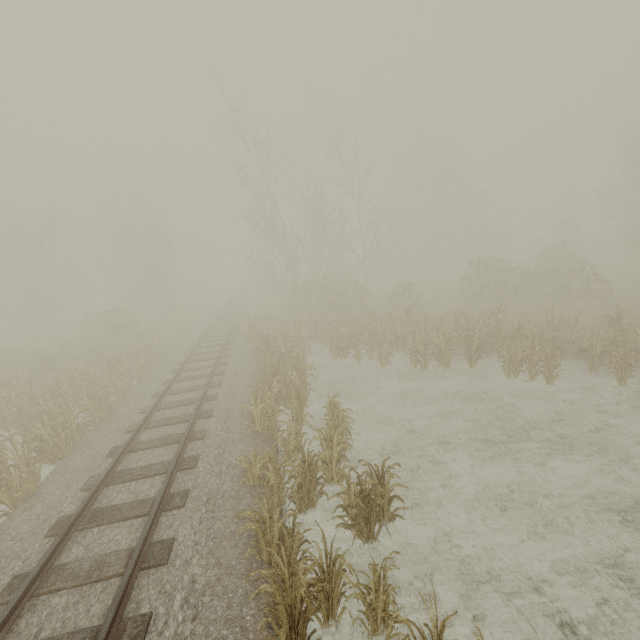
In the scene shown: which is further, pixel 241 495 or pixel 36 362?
pixel 36 362
